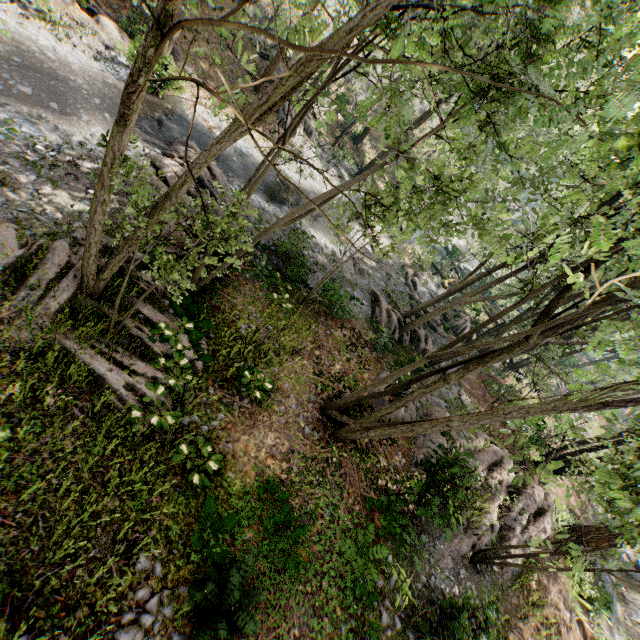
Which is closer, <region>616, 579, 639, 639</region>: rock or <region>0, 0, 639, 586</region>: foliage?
<region>0, 0, 639, 586</region>: foliage

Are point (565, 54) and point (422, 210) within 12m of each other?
yes

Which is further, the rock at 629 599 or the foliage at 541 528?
the rock at 629 599
